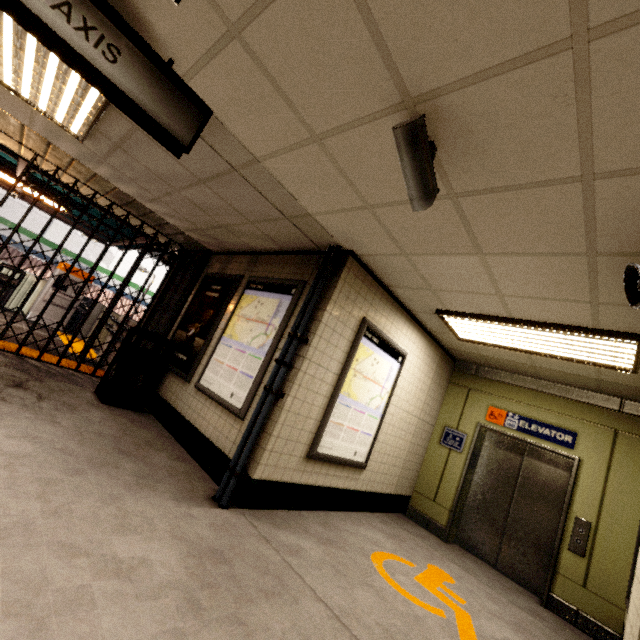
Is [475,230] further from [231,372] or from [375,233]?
[231,372]

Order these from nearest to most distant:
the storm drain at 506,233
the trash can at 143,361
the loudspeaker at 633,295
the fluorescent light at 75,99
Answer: the storm drain at 506,233 < the loudspeaker at 633,295 < the fluorescent light at 75,99 < the trash can at 143,361

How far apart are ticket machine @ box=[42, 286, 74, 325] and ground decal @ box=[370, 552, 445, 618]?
10.6m

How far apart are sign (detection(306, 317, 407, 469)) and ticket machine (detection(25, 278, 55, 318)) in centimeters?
960cm

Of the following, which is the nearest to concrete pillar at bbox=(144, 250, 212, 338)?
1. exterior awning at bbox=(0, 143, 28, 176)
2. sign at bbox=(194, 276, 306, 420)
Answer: exterior awning at bbox=(0, 143, 28, 176)

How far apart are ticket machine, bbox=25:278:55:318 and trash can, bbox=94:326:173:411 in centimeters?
626cm

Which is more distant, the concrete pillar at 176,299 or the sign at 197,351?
the concrete pillar at 176,299

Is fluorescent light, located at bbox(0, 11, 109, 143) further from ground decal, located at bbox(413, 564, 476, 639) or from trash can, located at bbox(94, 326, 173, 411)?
ground decal, located at bbox(413, 564, 476, 639)
